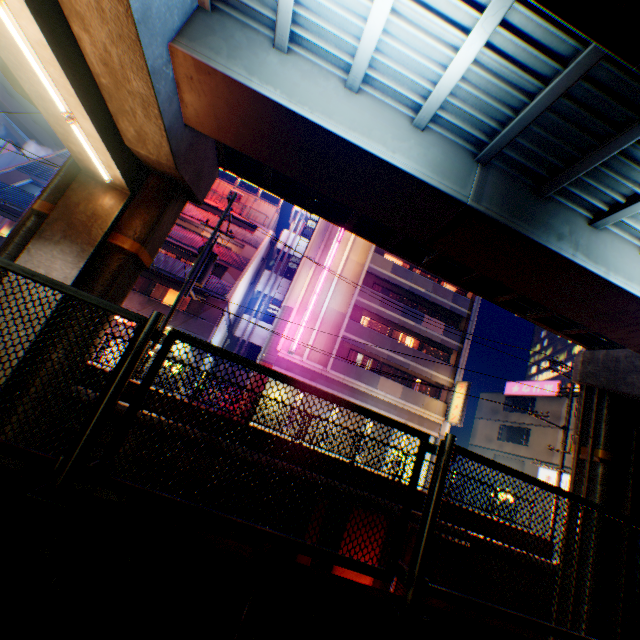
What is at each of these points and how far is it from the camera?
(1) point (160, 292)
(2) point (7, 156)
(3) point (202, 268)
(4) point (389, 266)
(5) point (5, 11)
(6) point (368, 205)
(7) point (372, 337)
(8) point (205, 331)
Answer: (1) curtain, 23.14m
(2) building, 24.05m
(3) electric pole, 13.74m
(4) balcony, 26.95m
(5) street lamp, 5.34m
(6) overpass support, 8.74m
(7) balcony, 25.27m
(8) balcony, 21.69m

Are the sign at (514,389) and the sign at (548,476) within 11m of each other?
yes

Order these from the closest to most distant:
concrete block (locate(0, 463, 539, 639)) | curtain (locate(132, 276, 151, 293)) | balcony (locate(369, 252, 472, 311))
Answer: concrete block (locate(0, 463, 539, 639)) → curtain (locate(132, 276, 151, 293)) → balcony (locate(369, 252, 472, 311))

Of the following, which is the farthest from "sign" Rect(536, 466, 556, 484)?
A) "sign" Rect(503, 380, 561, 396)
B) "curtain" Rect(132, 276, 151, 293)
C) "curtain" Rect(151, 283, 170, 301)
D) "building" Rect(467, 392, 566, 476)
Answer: "curtain" Rect(132, 276, 151, 293)

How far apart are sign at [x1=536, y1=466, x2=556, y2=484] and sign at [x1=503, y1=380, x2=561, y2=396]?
6.02m

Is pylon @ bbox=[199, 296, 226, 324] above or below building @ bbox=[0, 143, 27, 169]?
below

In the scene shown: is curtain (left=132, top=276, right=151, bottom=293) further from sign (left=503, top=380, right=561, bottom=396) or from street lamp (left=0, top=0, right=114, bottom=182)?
sign (left=503, top=380, right=561, bottom=396)

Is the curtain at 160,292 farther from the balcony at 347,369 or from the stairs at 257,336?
the balcony at 347,369
